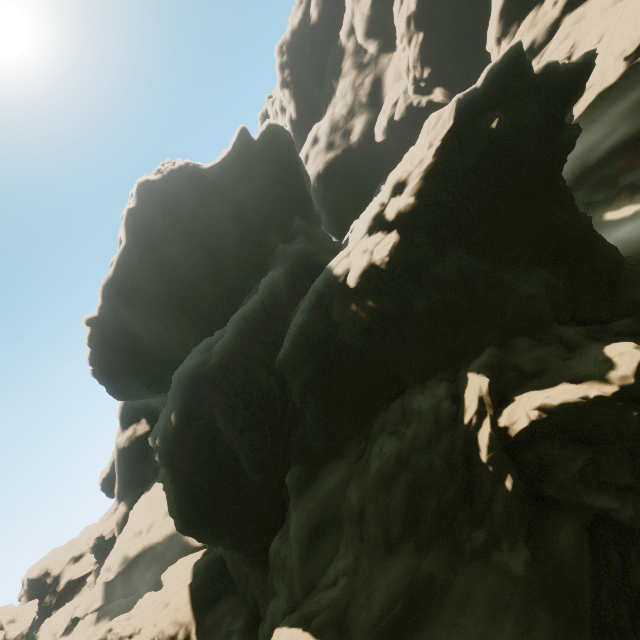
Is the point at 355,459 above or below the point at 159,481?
below
